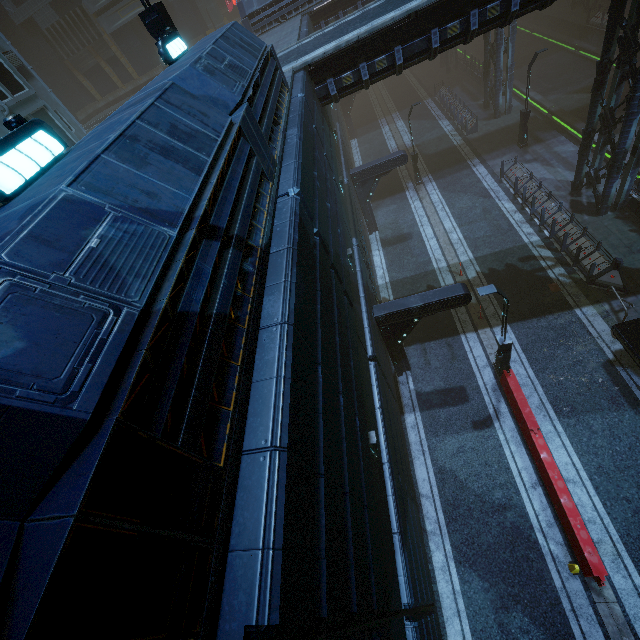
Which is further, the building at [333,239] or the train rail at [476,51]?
the train rail at [476,51]

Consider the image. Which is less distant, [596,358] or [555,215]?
[596,358]

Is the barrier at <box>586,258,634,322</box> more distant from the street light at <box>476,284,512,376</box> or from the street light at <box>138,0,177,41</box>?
the street light at <box>138,0,177,41</box>

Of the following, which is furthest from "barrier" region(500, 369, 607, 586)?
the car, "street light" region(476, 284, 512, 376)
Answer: the car

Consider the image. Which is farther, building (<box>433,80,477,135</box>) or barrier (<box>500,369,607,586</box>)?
building (<box>433,80,477,135</box>)

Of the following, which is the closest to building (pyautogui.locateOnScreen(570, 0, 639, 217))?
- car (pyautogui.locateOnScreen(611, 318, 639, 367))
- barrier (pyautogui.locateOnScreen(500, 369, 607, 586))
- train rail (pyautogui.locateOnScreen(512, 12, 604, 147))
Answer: train rail (pyautogui.locateOnScreen(512, 12, 604, 147))

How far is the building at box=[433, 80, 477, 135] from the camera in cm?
2700

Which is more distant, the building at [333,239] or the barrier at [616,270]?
the barrier at [616,270]
